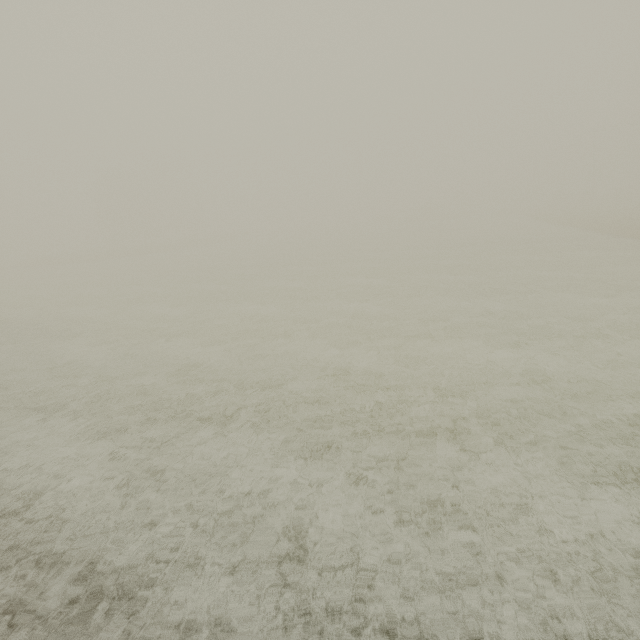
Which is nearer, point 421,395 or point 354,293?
point 421,395
